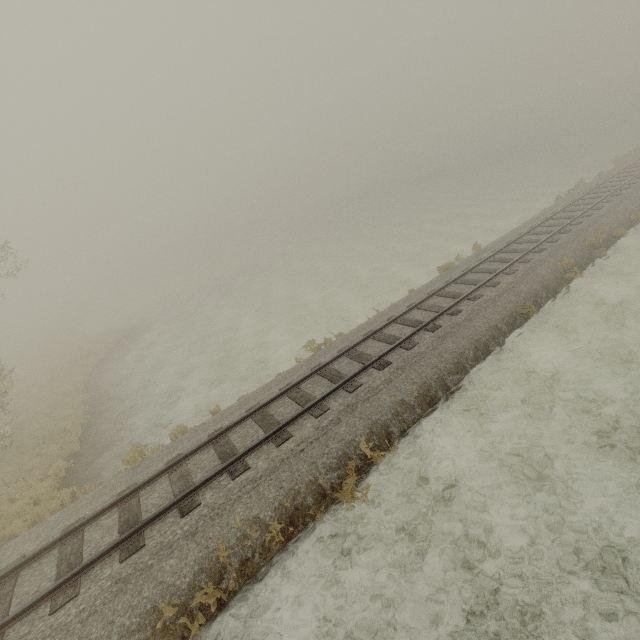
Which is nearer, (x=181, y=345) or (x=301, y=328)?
(x=301, y=328)
